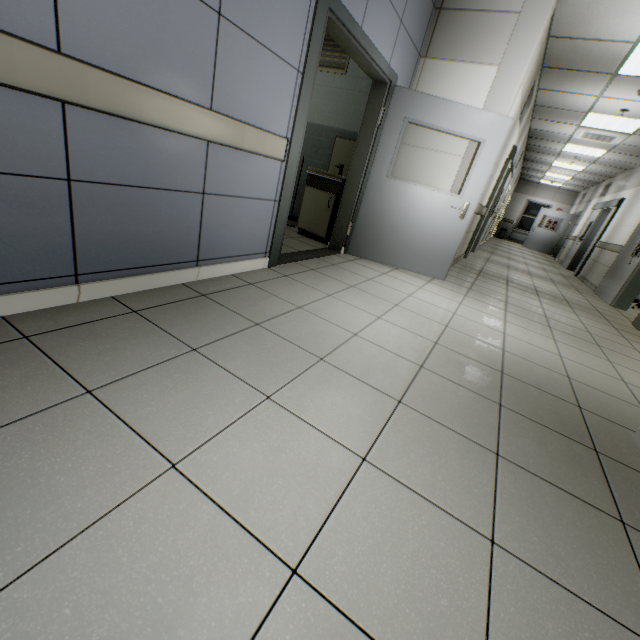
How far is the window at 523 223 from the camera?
18.72m

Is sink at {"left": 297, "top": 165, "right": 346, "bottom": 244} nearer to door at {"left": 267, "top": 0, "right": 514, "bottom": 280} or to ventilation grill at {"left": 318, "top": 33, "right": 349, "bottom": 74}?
door at {"left": 267, "top": 0, "right": 514, "bottom": 280}

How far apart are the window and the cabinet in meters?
19.0

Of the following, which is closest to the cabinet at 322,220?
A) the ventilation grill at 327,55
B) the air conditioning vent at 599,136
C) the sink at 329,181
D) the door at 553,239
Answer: the sink at 329,181

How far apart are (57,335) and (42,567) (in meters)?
1.07

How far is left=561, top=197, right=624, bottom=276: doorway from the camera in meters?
9.3 m

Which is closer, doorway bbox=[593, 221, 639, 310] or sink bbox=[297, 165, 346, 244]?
sink bbox=[297, 165, 346, 244]

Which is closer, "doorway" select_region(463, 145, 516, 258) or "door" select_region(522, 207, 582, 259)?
"doorway" select_region(463, 145, 516, 258)
